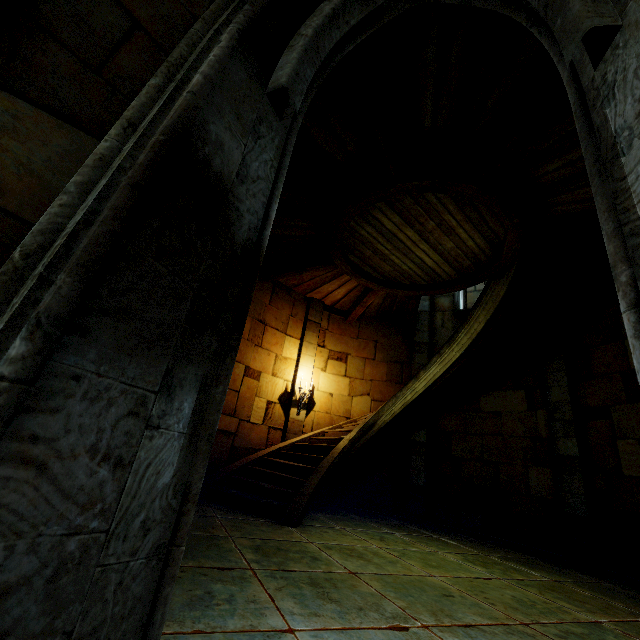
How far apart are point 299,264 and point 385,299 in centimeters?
298cm
